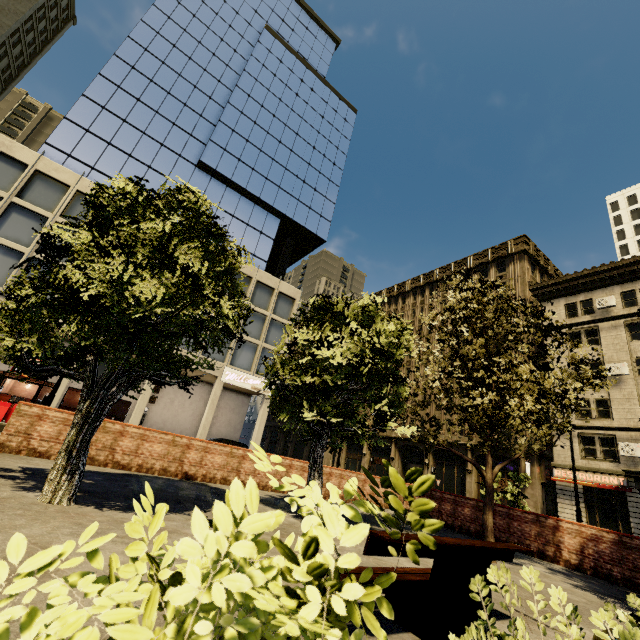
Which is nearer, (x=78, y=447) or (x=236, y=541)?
(x=236, y=541)

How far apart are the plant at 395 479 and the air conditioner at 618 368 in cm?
3336

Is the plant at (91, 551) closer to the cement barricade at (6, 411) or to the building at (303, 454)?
the cement barricade at (6, 411)

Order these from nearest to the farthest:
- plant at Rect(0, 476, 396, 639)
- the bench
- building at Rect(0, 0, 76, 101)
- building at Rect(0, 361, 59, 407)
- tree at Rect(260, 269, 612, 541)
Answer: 1. plant at Rect(0, 476, 396, 639)
2. the bench
3. tree at Rect(260, 269, 612, 541)
4. building at Rect(0, 361, 59, 407)
5. building at Rect(0, 0, 76, 101)

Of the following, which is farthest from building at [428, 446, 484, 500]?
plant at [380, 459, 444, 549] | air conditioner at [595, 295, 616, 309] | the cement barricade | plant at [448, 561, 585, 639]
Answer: plant at [380, 459, 444, 549]

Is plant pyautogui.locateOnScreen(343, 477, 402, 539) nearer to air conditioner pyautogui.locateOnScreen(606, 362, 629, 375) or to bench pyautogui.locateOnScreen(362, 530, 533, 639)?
bench pyautogui.locateOnScreen(362, 530, 533, 639)

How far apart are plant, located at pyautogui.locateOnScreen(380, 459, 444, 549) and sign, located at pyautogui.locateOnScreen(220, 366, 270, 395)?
27.0 meters

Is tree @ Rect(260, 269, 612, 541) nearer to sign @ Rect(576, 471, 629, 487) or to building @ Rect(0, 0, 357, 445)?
building @ Rect(0, 0, 357, 445)
